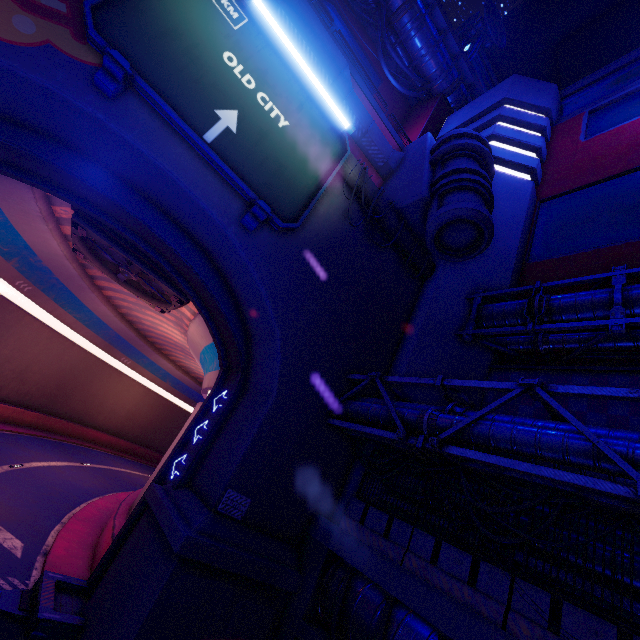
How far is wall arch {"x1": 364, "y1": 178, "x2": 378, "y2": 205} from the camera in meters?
14.4 m

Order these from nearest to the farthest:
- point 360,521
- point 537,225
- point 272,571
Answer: point 272,571, point 360,521, point 537,225

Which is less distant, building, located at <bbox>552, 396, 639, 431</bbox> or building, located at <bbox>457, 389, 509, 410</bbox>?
building, located at <bbox>552, 396, 639, 431</bbox>

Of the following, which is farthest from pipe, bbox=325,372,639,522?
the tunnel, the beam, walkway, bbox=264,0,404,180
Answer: walkway, bbox=264,0,404,180

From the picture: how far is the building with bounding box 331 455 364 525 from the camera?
11.7 meters

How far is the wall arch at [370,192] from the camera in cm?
1437

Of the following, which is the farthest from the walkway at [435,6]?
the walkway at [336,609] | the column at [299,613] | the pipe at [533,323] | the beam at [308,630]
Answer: the beam at [308,630]
